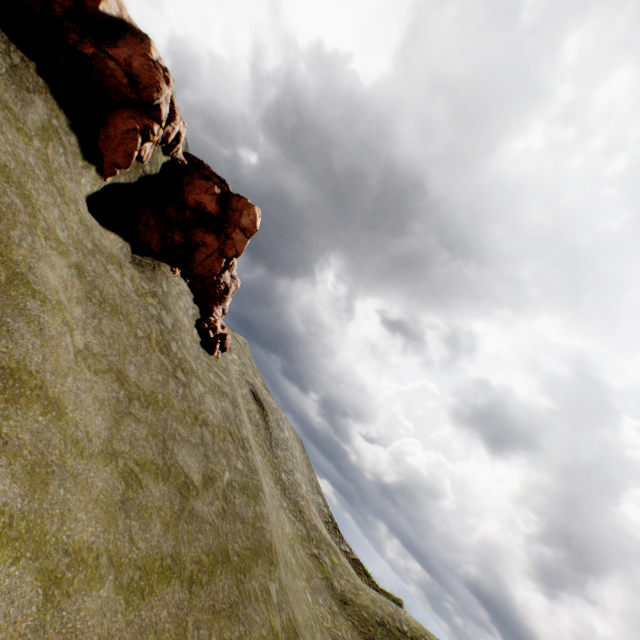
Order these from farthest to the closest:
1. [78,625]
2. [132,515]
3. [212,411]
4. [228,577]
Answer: [212,411] < [228,577] < [132,515] < [78,625]

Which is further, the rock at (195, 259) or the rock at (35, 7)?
the rock at (195, 259)

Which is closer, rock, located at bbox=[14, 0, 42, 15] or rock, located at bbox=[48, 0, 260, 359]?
rock, located at bbox=[14, 0, 42, 15]
